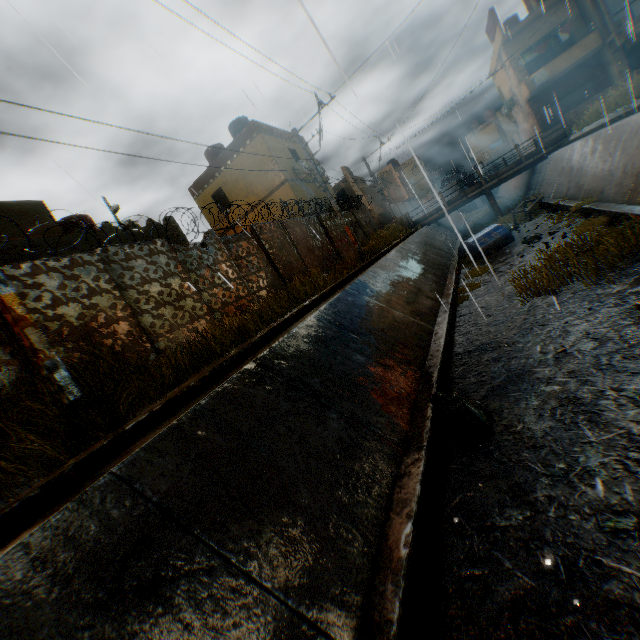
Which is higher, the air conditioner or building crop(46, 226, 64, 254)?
building crop(46, 226, 64, 254)

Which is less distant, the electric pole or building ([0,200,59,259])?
the electric pole

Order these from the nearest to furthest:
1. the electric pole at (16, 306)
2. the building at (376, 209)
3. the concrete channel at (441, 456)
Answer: the concrete channel at (441, 456), the electric pole at (16, 306), the building at (376, 209)

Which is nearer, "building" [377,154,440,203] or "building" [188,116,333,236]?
"building" [188,116,333,236]

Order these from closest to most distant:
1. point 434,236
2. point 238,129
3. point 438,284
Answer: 1. point 438,284
2. point 434,236
3. point 238,129

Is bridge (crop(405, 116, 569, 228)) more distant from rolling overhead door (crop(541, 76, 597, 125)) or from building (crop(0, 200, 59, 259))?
building (crop(0, 200, 59, 259))

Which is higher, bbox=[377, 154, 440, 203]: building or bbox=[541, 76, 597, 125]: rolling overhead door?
bbox=[377, 154, 440, 203]: building

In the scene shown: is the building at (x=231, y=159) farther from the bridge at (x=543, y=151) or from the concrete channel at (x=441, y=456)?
the bridge at (x=543, y=151)
